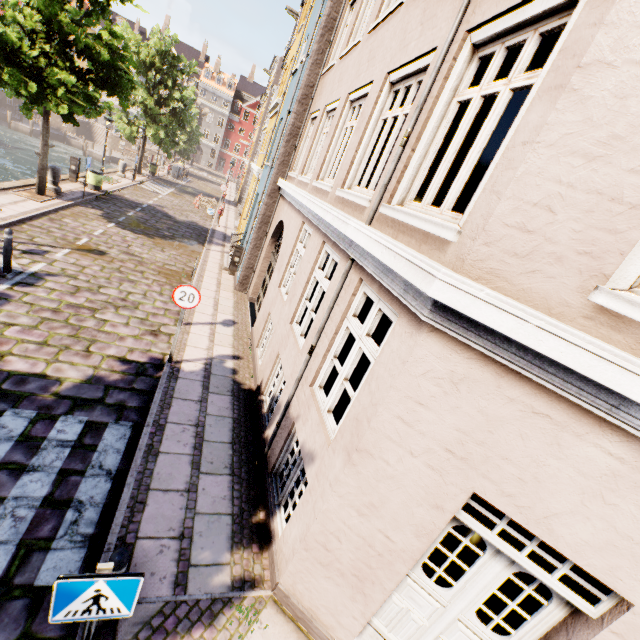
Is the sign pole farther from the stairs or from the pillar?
the stairs

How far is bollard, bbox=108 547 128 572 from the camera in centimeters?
283cm

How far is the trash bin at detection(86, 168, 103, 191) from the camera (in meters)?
16.83

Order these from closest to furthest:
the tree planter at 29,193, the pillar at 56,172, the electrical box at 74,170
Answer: the tree planter at 29,193, the pillar at 56,172, the electrical box at 74,170

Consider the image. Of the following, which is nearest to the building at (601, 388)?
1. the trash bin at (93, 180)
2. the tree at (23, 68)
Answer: the tree at (23, 68)

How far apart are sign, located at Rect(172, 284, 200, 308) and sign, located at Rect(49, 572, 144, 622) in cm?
507

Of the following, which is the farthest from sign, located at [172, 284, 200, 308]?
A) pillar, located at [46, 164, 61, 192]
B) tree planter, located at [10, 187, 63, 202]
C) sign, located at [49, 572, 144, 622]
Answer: pillar, located at [46, 164, 61, 192]

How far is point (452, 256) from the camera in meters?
2.6 m
